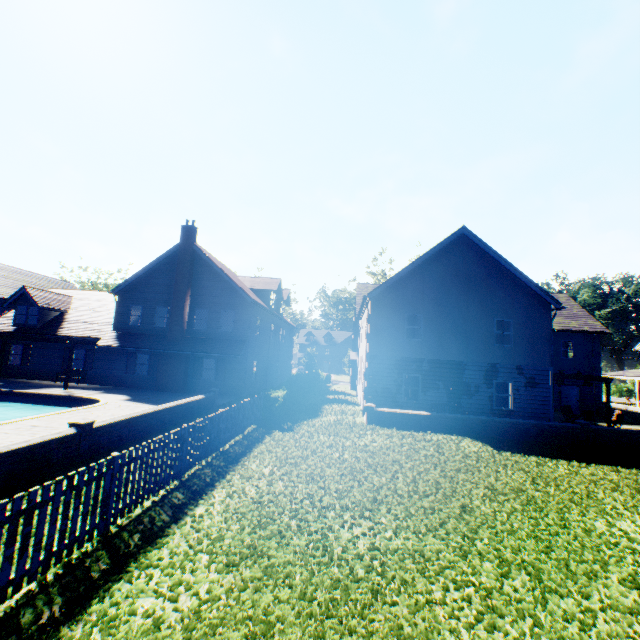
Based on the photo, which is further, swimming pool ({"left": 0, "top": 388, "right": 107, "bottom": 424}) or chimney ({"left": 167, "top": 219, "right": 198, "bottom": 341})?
chimney ({"left": 167, "top": 219, "right": 198, "bottom": 341})

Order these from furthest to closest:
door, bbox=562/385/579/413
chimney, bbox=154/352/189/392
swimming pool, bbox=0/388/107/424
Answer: door, bbox=562/385/579/413 < chimney, bbox=154/352/189/392 < swimming pool, bbox=0/388/107/424

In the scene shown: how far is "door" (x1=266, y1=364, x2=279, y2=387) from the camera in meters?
29.4 m

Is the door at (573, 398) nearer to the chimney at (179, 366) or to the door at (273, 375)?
the door at (273, 375)

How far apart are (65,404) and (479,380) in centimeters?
2350cm

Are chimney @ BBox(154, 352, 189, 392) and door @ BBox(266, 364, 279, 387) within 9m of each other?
yes

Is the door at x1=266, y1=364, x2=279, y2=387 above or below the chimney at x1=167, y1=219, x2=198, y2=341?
below
